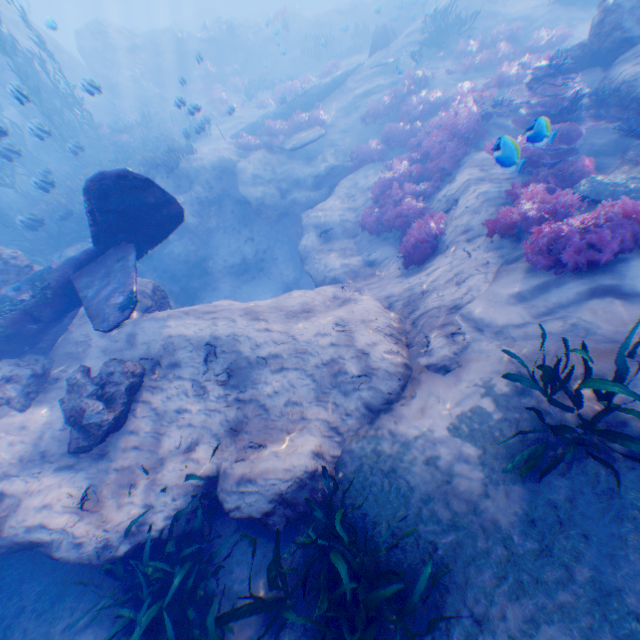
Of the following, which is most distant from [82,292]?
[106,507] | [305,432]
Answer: [305,432]

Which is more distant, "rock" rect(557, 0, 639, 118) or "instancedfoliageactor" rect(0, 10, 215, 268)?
"instancedfoliageactor" rect(0, 10, 215, 268)

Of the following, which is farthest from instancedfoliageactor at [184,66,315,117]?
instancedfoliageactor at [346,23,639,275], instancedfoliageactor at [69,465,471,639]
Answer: instancedfoliageactor at [69,465,471,639]

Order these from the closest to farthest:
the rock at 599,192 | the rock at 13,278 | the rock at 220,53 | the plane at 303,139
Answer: the rock at 599,192 < the rock at 13,278 < the plane at 303,139 < the rock at 220,53

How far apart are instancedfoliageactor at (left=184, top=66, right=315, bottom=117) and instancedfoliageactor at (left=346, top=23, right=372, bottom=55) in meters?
7.7 m

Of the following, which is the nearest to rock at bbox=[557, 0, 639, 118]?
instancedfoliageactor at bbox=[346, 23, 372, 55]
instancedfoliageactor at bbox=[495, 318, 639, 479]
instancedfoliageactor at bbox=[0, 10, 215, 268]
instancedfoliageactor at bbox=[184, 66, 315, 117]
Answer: instancedfoliageactor at bbox=[0, 10, 215, 268]

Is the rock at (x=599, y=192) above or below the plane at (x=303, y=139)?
above

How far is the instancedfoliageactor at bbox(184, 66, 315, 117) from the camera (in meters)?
20.27
